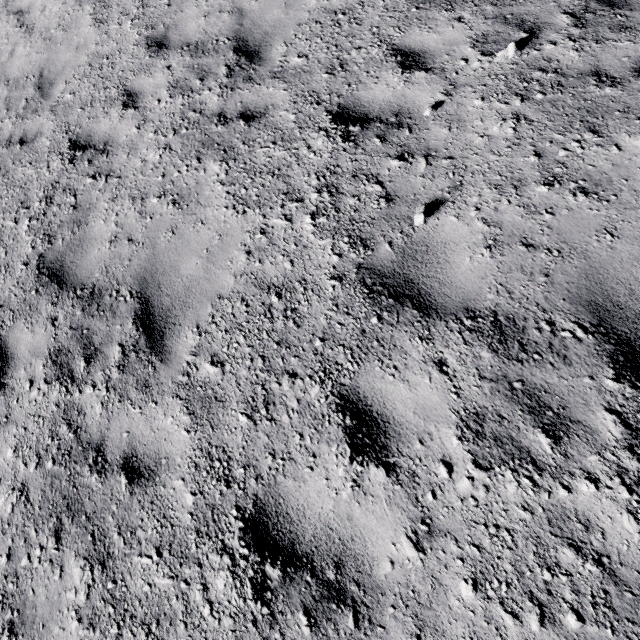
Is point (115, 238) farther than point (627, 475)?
Yes
